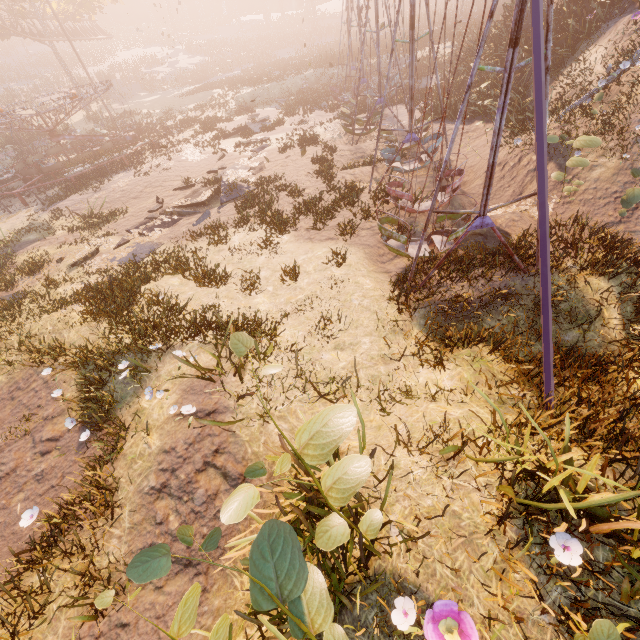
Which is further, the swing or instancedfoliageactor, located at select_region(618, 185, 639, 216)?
instancedfoliageactor, located at select_region(618, 185, 639, 216)

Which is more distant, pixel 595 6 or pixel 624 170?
pixel 595 6

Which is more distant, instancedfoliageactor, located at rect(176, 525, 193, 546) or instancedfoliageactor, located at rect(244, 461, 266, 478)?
instancedfoliageactor, located at rect(244, 461, 266, 478)

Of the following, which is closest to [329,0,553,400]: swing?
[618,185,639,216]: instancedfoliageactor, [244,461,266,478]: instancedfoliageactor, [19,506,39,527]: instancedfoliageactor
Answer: [618,185,639,216]: instancedfoliageactor

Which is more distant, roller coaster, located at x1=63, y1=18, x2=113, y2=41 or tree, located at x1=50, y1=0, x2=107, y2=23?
roller coaster, located at x1=63, y1=18, x2=113, y2=41

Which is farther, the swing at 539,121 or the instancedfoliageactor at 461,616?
the swing at 539,121

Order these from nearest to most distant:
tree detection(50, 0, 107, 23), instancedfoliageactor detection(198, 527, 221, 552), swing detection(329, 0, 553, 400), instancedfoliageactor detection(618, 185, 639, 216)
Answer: instancedfoliageactor detection(198, 527, 221, 552)
swing detection(329, 0, 553, 400)
instancedfoliageactor detection(618, 185, 639, 216)
tree detection(50, 0, 107, 23)

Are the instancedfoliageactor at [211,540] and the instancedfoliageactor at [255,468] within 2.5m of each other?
yes
